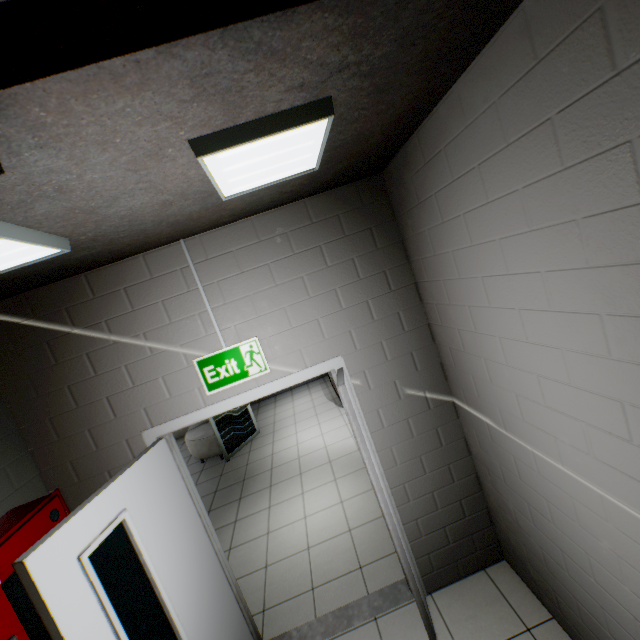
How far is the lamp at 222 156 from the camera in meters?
1.1 m

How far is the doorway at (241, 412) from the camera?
6.37m

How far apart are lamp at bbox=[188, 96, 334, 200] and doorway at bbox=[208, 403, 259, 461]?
5.3 meters

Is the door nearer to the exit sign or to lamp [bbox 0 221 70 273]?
the exit sign

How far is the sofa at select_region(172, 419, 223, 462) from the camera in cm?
644

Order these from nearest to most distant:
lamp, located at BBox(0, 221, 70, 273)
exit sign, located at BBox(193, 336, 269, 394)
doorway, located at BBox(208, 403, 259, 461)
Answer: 1. lamp, located at BBox(0, 221, 70, 273)
2. exit sign, located at BBox(193, 336, 269, 394)
3. doorway, located at BBox(208, 403, 259, 461)

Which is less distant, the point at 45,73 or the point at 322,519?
the point at 45,73

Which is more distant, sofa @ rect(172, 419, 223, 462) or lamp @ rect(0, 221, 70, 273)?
sofa @ rect(172, 419, 223, 462)
